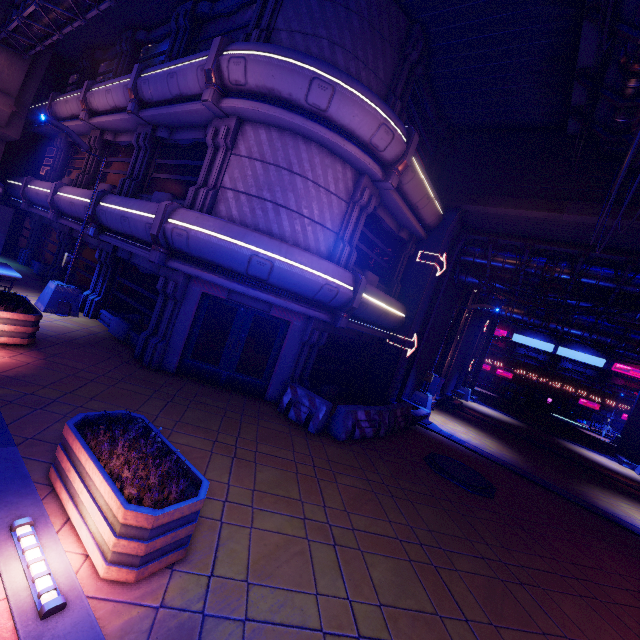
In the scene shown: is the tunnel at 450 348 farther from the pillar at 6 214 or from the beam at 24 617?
the pillar at 6 214

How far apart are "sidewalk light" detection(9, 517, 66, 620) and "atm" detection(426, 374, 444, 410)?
→ 16.30m

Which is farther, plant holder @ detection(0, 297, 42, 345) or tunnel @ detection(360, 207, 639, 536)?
tunnel @ detection(360, 207, 639, 536)

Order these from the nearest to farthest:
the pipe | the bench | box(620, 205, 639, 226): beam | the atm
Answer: box(620, 205, 639, 226): beam
the pipe
the bench
the atm

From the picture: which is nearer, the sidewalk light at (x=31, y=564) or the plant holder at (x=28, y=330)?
the sidewalk light at (x=31, y=564)

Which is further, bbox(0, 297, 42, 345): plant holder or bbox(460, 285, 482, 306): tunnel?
bbox(460, 285, 482, 306): tunnel

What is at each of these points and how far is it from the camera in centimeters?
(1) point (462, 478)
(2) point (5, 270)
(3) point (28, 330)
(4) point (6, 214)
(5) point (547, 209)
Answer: (1) manhole, 918cm
(2) bench, 1184cm
(3) plant holder, 782cm
(4) pillar, 1778cm
(5) beam, 1145cm

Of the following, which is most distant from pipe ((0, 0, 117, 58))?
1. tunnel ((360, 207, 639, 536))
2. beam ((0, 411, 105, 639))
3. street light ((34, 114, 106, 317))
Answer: tunnel ((360, 207, 639, 536))
